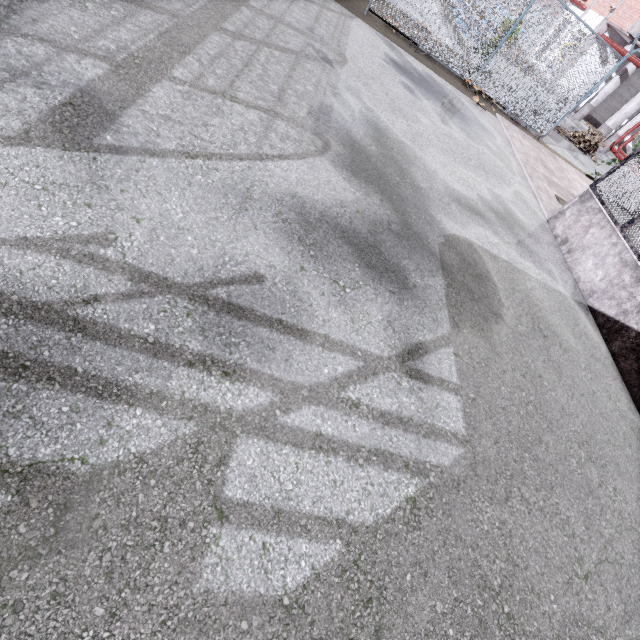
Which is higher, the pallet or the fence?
the fence

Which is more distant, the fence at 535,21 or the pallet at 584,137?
the pallet at 584,137

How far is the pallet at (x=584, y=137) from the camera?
15.4m

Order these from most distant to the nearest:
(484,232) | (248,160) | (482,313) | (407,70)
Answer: (407,70) → (484,232) → (482,313) → (248,160)

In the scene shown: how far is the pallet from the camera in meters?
15.4

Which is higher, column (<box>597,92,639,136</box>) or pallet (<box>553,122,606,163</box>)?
column (<box>597,92,639,136</box>)

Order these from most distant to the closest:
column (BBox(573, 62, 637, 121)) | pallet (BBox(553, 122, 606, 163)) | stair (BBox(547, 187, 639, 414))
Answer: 1. column (BBox(573, 62, 637, 121))
2. pallet (BBox(553, 122, 606, 163))
3. stair (BBox(547, 187, 639, 414))

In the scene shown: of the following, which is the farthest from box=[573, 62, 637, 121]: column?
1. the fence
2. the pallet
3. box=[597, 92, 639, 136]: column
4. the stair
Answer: the stair
